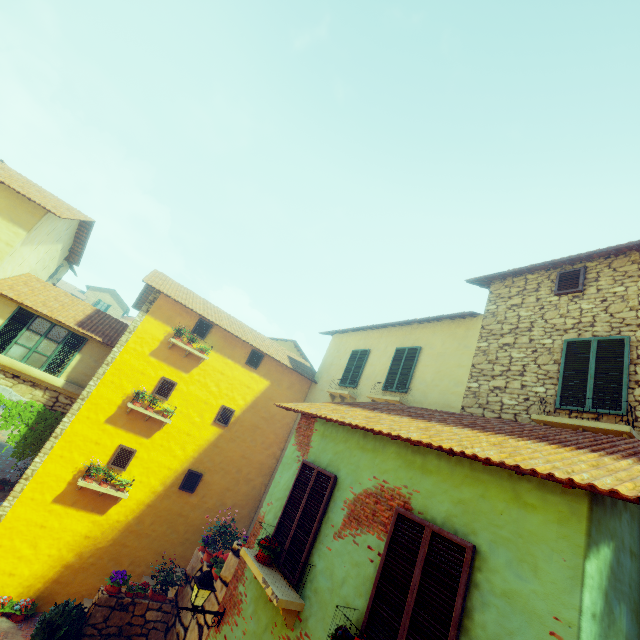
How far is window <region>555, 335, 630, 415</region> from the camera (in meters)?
6.09

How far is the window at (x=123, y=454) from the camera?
10.52m

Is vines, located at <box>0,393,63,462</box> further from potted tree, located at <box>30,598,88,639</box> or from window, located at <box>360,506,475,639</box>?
potted tree, located at <box>30,598,88,639</box>

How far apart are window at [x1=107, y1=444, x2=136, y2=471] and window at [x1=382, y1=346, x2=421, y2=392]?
8.6 meters

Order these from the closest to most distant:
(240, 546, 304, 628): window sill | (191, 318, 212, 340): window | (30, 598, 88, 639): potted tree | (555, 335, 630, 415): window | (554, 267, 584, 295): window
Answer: (240, 546, 304, 628): window sill
(555, 335, 630, 415): window
(30, 598, 88, 639): potted tree
(554, 267, 584, 295): window
(191, 318, 212, 340): window

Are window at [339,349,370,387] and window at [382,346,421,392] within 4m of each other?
yes

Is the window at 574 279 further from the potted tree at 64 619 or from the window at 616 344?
the potted tree at 64 619

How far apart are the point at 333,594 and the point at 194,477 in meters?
9.0
